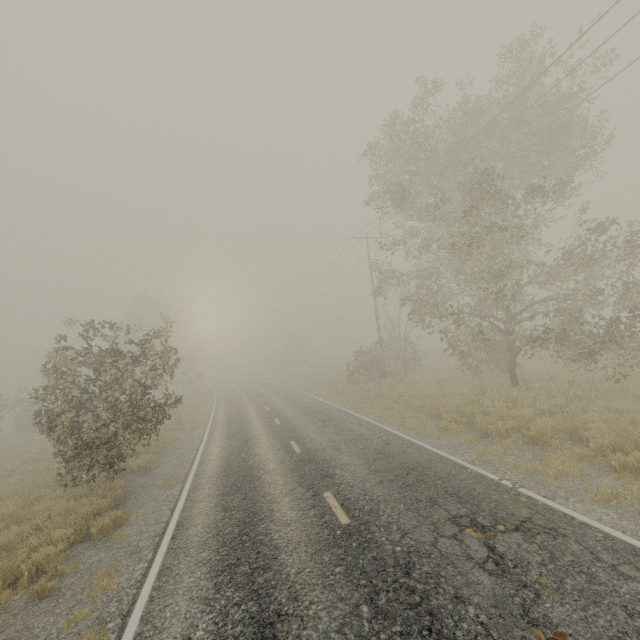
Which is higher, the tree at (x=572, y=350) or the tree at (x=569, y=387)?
the tree at (x=572, y=350)

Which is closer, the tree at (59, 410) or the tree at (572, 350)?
the tree at (59, 410)

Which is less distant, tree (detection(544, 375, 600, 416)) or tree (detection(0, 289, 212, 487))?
tree (detection(0, 289, 212, 487))

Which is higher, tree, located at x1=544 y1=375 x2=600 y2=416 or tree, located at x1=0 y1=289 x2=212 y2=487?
tree, located at x1=0 y1=289 x2=212 y2=487

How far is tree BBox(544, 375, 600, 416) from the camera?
11.24m

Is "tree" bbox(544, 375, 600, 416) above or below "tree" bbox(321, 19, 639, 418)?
below

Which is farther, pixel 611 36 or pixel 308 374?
pixel 308 374
